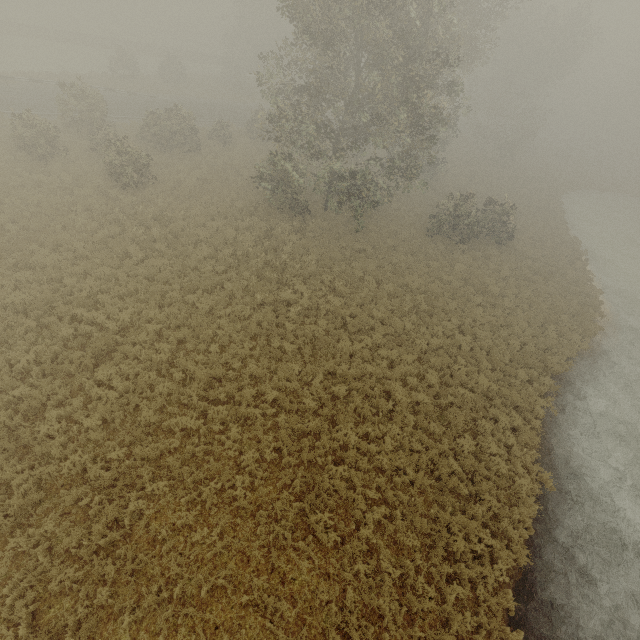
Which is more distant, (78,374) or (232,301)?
(232,301)
